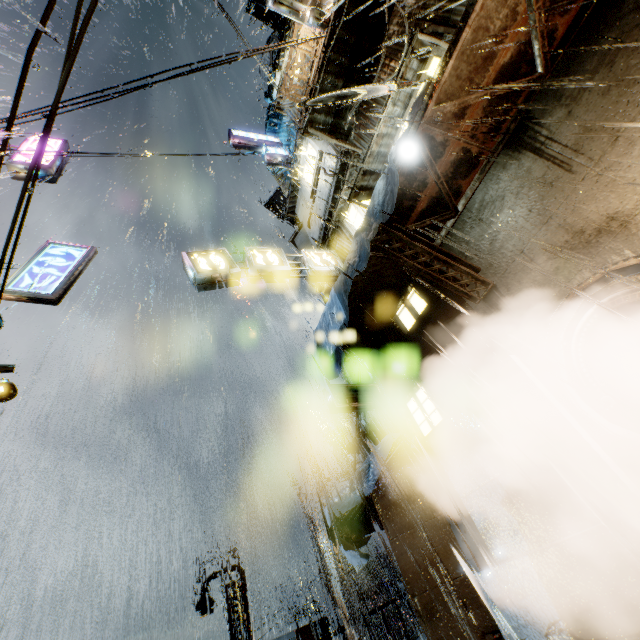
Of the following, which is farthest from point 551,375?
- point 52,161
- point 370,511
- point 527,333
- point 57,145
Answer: point 57,145

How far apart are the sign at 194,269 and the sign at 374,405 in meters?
4.5 m

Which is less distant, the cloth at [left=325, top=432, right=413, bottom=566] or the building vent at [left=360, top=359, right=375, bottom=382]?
the cloth at [left=325, top=432, right=413, bottom=566]

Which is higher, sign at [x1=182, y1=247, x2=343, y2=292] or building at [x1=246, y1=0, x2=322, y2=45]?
building at [x1=246, y1=0, x2=322, y2=45]

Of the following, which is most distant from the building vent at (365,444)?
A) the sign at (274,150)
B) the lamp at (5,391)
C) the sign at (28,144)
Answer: the sign at (28,144)

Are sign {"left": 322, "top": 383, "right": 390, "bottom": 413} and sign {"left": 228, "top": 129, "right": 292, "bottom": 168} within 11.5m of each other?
no

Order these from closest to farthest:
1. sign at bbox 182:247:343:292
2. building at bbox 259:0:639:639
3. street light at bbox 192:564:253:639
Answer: building at bbox 259:0:639:639 → sign at bbox 182:247:343:292 → street light at bbox 192:564:253:639

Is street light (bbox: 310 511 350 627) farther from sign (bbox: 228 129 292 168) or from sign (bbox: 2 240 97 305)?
sign (bbox: 228 129 292 168)
